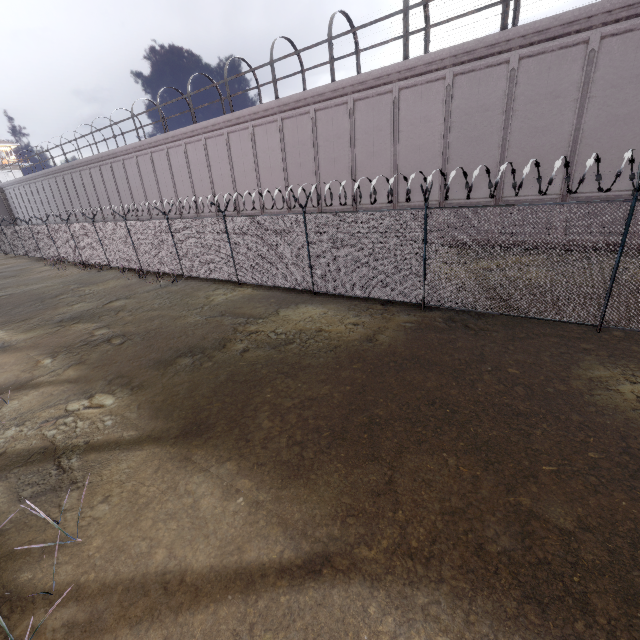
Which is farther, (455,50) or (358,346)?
(455,50)
